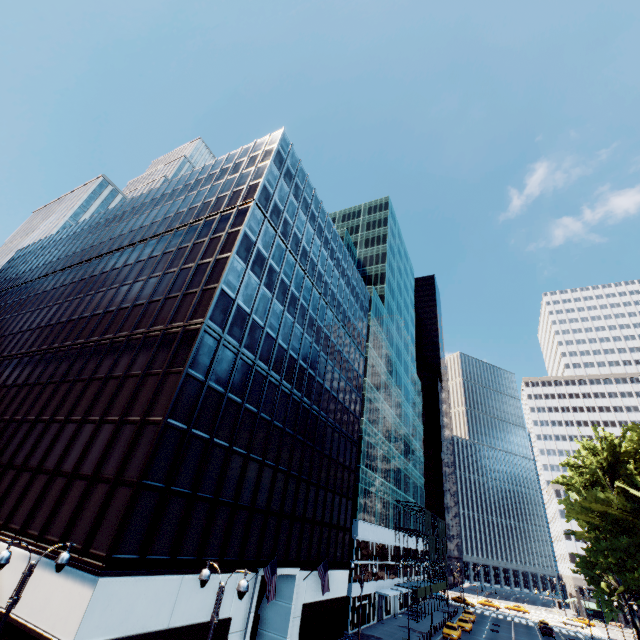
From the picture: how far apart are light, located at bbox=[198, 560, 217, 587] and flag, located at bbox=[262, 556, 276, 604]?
10.6 meters

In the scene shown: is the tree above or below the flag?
above

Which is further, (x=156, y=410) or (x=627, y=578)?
(x=627, y=578)

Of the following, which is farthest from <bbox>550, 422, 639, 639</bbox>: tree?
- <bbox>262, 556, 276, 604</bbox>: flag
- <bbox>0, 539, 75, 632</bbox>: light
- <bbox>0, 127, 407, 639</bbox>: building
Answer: <bbox>262, 556, 276, 604</bbox>: flag

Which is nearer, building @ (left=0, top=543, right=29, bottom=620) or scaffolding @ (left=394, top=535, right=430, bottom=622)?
building @ (left=0, top=543, right=29, bottom=620)

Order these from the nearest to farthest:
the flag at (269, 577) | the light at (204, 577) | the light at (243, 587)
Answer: the light at (243, 587) < the light at (204, 577) < the flag at (269, 577)

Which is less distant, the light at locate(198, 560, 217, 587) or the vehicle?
the light at locate(198, 560, 217, 587)

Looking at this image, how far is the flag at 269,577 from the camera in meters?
20.3
